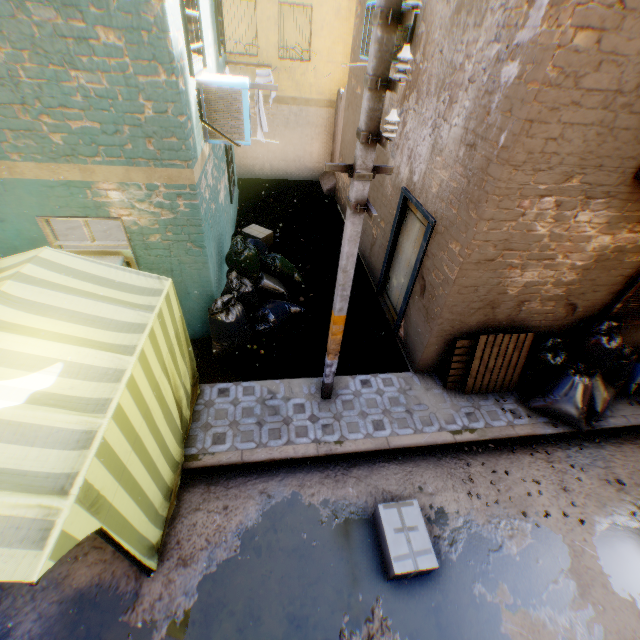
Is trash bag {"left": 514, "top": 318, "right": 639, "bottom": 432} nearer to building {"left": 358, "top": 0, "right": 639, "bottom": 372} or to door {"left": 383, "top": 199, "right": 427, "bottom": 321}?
building {"left": 358, "top": 0, "right": 639, "bottom": 372}

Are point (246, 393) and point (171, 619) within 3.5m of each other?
yes

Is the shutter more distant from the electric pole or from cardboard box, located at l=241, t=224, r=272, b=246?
cardboard box, located at l=241, t=224, r=272, b=246

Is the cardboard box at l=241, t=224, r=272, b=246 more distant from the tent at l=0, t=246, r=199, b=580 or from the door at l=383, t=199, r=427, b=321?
the tent at l=0, t=246, r=199, b=580

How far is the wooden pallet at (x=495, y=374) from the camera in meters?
5.4 m

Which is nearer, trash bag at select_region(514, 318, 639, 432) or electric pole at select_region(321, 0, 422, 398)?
electric pole at select_region(321, 0, 422, 398)

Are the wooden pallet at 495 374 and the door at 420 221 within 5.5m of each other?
yes

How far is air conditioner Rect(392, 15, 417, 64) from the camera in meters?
5.6
